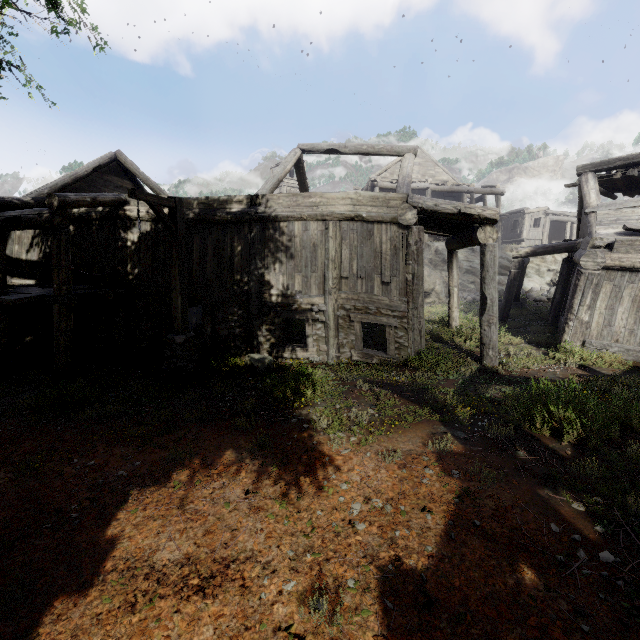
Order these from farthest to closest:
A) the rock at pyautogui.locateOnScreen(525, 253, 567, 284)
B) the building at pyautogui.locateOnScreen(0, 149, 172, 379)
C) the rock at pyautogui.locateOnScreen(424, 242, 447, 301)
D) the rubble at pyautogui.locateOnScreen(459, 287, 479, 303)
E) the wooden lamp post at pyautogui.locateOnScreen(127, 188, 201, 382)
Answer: the rock at pyautogui.locateOnScreen(525, 253, 567, 284) < the rock at pyautogui.locateOnScreen(424, 242, 447, 301) < the rubble at pyautogui.locateOnScreen(459, 287, 479, 303) < the building at pyautogui.locateOnScreen(0, 149, 172, 379) < the wooden lamp post at pyautogui.locateOnScreen(127, 188, 201, 382)

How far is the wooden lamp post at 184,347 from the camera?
7.60m

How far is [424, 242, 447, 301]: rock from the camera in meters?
23.7

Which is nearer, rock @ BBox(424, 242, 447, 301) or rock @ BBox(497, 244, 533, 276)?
rock @ BBox(424, 242, 447, 301)

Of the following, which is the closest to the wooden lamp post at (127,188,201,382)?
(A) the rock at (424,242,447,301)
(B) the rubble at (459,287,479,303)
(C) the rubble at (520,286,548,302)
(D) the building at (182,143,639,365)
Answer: (D) the building at (182,143,639,365)

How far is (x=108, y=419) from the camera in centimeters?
652cm

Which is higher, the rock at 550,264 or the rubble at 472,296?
the rock at 550,264

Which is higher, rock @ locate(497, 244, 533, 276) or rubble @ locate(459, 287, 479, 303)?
rock @ locate(497, 244, 533, 276)
